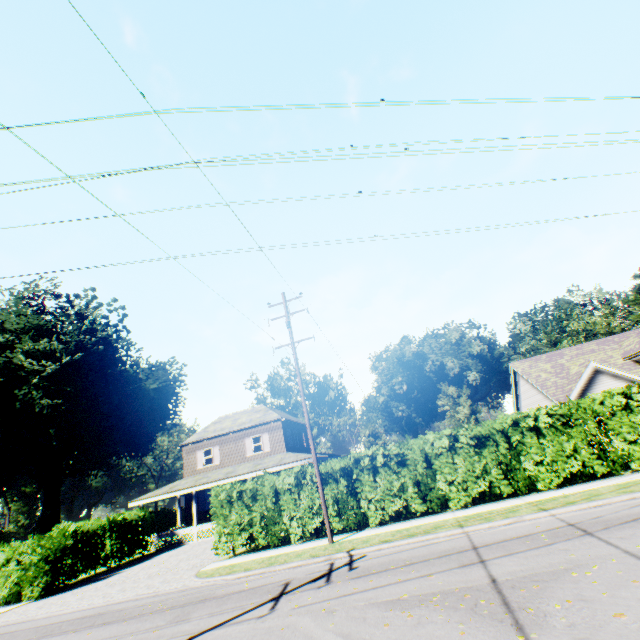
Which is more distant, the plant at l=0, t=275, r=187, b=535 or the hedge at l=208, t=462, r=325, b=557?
the plant at l=0, t=275, r=187, b=535

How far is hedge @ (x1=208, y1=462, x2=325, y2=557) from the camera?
14.9m

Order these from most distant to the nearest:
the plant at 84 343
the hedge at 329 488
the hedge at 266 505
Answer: the plant at 84 343, the hedge at 266 505, the hedge at 329 488

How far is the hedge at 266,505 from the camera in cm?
1492

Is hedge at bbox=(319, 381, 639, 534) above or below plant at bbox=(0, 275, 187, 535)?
below

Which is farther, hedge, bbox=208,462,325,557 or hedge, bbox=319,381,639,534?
hedge, bbox=208,462,325,557

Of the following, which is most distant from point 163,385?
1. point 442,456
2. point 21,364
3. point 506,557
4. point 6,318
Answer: point 506,557

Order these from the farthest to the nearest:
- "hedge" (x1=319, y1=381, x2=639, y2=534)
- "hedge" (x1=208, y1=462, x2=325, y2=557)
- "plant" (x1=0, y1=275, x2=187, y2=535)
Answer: "plant" (x1=0, y1=275, x2=187, y2=535), "hedge" (x1=208, y1=462, x2=325, y2=557), "hedge" (x1=319, y1=381, x2=639, y2=534)
